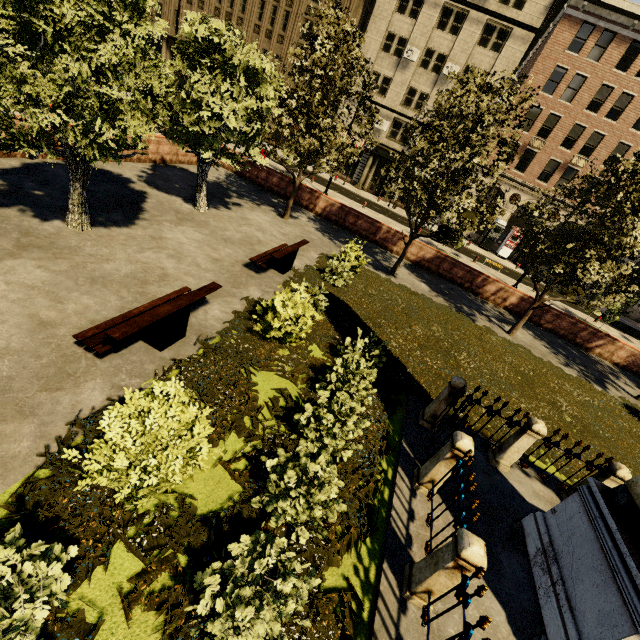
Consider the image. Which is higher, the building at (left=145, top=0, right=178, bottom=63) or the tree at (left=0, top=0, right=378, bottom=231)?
the building at (left=145, top=0, right=178, bottom=63)

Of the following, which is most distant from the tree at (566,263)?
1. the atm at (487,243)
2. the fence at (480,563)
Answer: the atm at (487,243)

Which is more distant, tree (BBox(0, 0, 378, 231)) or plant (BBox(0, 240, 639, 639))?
tree (BBox(0, 0, 378, 231))

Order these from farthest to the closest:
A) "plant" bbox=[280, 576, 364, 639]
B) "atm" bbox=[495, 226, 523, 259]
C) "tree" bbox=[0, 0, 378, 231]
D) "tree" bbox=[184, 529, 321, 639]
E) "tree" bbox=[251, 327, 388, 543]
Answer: "atm" bbox=[495, 226, 523, 259]
"tree" bbox=[0, 0, 378, 231]
"tree" bbox=[251, 327, 388, 543]
"plant" bbox=[280, 576, 364, 639]
"tree" bbox=[184, 529, 321, 639]

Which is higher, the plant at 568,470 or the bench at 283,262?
the bench at 283,262

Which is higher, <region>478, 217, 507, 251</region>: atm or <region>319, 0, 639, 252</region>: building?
<region>319, 0, 639, 252</region>: building

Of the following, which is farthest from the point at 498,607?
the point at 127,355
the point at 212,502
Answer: the point at 127,355
